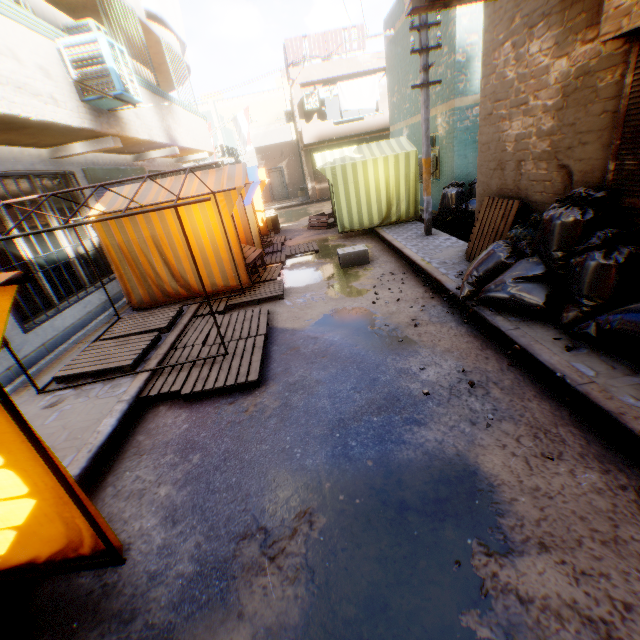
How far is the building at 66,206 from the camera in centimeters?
624cm

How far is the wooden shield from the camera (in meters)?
17.84

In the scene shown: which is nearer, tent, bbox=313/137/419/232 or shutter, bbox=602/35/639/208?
shutter, bbox=602/35/639/208

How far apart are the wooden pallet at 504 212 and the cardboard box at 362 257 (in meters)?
1.80

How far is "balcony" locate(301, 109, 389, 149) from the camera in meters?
18.5 m

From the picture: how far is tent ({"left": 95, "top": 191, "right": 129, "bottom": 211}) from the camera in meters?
6.5 m

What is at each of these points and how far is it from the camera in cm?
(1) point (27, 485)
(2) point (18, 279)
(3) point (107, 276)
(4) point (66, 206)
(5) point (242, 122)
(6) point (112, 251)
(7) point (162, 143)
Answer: (1) tent, 194
(2) metal tent frame, 136
(3) building, 773
(4) building, 687
(5) flag, 1568
(6) tent, 664
(7) building, 845

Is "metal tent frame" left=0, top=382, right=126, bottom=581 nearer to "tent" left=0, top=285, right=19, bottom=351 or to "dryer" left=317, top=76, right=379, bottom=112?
"tent" left=0, top=285, right=19, bottom=351
